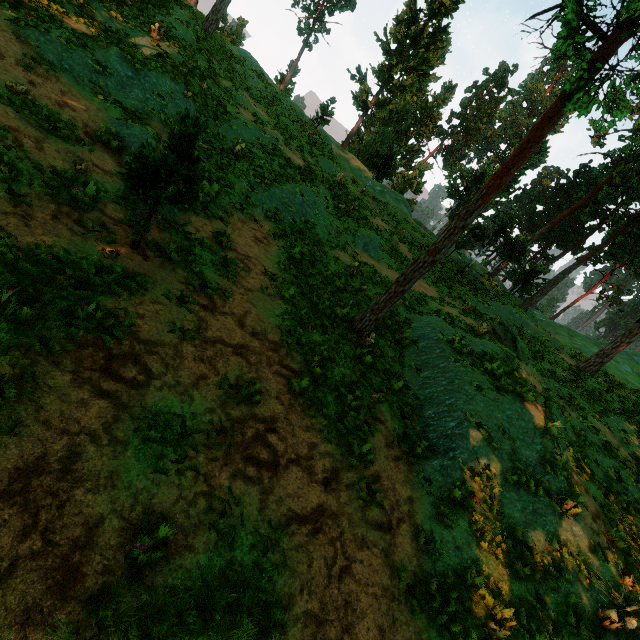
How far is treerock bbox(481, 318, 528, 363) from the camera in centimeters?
1641cm

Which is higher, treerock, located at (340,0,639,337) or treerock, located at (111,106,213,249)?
treerock, located at (340,0,639,337)

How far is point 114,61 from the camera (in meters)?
12.62

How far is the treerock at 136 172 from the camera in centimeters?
668cm

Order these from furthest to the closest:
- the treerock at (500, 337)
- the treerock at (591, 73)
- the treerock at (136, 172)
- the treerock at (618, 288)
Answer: the treerock at (618, 288) → the treerock at (500, 337) → the treerock at (591, 73) → the treerock at (136, 172)

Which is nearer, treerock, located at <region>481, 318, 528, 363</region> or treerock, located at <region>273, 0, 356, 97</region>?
treerock, located at <region>481, 318, 528, 363</region>

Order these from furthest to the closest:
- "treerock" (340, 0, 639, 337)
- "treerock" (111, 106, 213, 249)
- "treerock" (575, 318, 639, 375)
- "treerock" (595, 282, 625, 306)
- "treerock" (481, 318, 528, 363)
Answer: Result:
1. "treerock" (595, 282, 625, 306)
2. "treerock" (575, 318, 639, 375)
3. "treerock" (481, 318, 528, 363)
4. "treerock" (340, 0, 639, 337)
5. "treerock" (111, 106, 213, 249)
